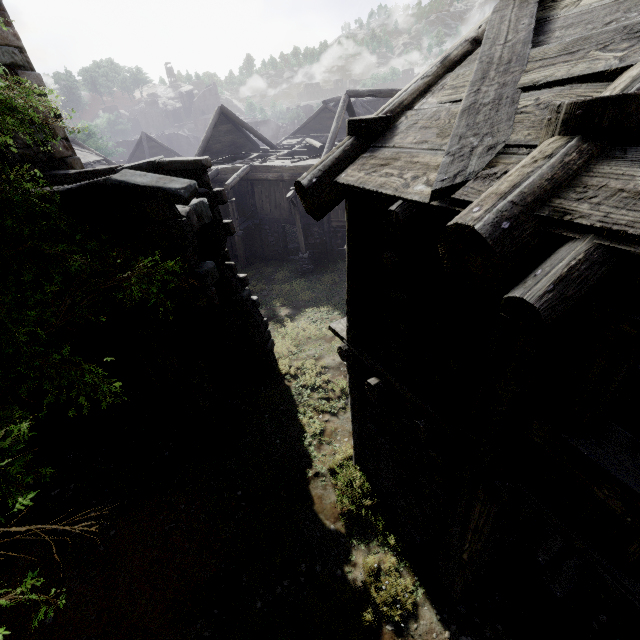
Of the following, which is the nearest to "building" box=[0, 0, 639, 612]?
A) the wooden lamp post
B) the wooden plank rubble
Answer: the wooden plank rubble

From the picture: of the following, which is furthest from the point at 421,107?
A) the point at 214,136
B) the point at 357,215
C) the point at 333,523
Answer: the point at 214,136

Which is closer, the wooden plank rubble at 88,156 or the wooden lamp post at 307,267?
the wooden lamp post at 307,267

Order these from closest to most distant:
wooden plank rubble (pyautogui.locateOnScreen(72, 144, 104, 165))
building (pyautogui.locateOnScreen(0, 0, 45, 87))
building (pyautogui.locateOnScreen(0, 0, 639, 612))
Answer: building (pyautogui.locateOnScreen(0, 0, 639, 612)) → building (pyautogui.locateOnScreen(0, 0, 45, 87)) → wooden plank rubble (pyautogui.locateOnScreen(72, 144, 104, 165))

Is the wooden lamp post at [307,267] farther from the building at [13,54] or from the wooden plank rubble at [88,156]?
the wooden plank rubble at [88,156]

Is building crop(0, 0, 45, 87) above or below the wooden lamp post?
above
